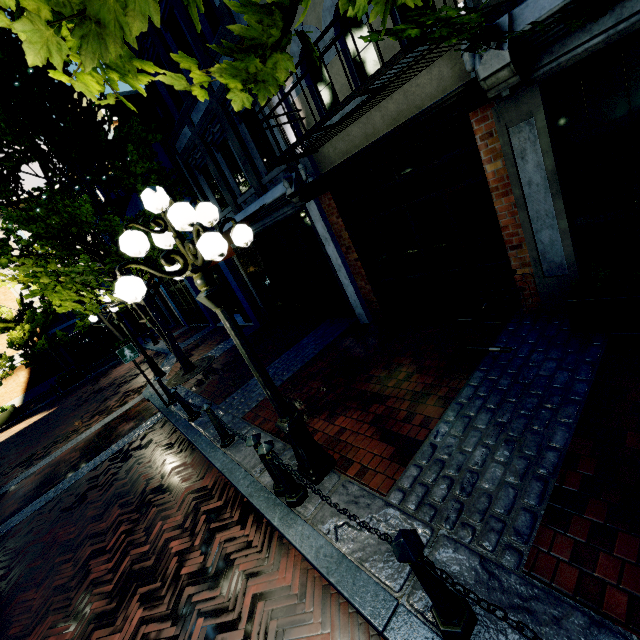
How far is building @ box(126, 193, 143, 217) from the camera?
Result: 14.3m

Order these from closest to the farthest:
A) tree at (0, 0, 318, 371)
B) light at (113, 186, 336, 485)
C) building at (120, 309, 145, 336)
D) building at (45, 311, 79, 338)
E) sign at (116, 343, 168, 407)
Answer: tree at (0, 0, 318, 371) → light at (113, 186, 336, 485) → sign at (116, 343, 168, 407) → building at (45, 311, 79, 338) → building at (120, 309, 145, 336)

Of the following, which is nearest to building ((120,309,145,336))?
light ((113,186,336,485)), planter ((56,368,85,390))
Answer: light ((113,186,336,485))

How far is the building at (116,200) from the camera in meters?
14.2 m

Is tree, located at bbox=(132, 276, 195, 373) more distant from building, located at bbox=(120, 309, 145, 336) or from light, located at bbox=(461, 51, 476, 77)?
light, located at bbox=(461, 51, 476, 77)

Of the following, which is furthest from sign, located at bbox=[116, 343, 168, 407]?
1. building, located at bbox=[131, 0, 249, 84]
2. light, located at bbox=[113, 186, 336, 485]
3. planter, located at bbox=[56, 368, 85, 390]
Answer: planter, located at bbox=[56, 368, 85, 390]

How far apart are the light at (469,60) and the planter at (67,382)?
23.9m

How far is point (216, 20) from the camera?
6.99m
